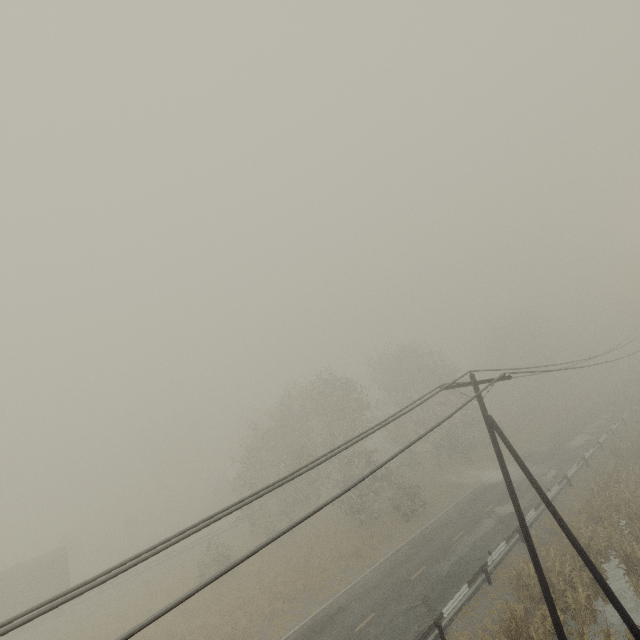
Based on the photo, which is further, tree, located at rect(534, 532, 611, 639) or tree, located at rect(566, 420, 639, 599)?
tree, located at rect(566, 420, 639, 599)

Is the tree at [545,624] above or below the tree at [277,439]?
below

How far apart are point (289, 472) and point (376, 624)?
14.4m

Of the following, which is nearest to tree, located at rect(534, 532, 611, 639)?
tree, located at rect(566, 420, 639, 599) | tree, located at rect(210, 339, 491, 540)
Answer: tree, located at rect(566, 420, 639, 599)

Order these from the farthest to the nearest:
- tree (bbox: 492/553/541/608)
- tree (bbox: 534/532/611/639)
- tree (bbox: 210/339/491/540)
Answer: tree (bbox: 210/339/491/540) → tree (bbox: 492/553/541/608) → tree (bbox: 534/532/611/639)

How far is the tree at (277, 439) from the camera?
29.8 meters

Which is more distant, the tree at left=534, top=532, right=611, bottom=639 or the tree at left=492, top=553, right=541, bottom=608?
the tree at left=492, top=553, right=541, bottom=608
